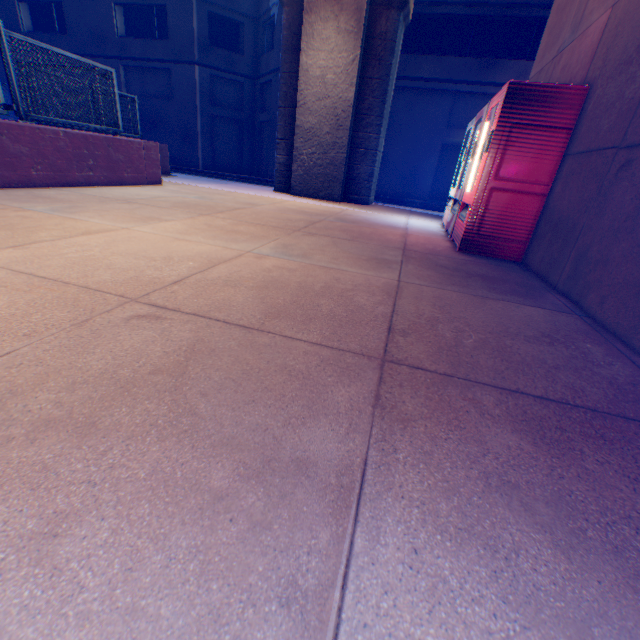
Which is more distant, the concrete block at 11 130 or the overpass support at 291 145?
the overpass support at 291 145

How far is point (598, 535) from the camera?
0.9m

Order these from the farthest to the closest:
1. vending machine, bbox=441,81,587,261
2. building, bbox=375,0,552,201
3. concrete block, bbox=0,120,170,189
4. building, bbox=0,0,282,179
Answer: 1. building, bbox=0,0,282,179
2. building, bbox=375,0,552,201
3. concrete block, bbox=0,120,170,189
4. vending machine, bbox=441,81,587,261

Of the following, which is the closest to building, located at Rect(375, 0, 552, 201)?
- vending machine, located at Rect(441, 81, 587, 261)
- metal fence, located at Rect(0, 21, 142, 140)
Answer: metal fence, located at Rect(0, 21, 142, 140)

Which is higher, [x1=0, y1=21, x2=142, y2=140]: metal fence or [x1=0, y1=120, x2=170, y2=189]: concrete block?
[x1=0, y1=21, x2=142, y2=140]: metal fence

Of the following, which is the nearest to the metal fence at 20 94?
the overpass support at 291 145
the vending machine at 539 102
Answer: the overpass support at 291 145

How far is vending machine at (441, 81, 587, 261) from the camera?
3.8 meters
